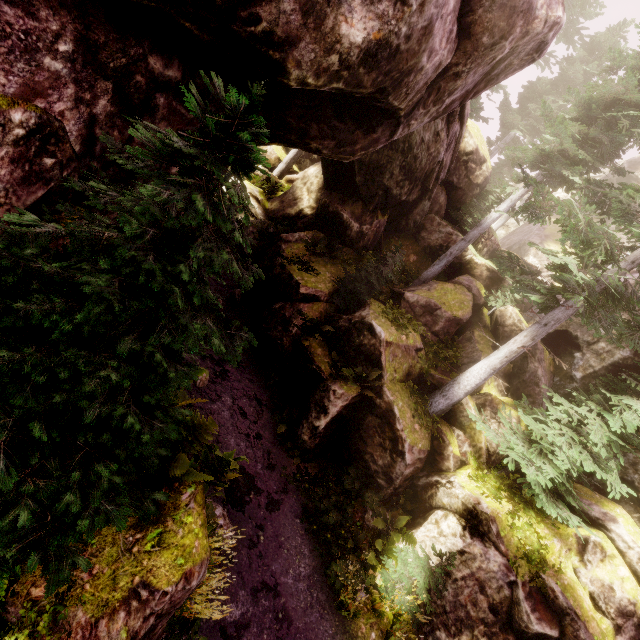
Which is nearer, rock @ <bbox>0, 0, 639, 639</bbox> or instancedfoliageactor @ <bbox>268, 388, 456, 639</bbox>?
rock @ <bbox>0, 0, 639, 639</bbox>

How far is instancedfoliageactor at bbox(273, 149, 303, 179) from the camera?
21.88m

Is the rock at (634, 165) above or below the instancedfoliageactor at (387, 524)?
above

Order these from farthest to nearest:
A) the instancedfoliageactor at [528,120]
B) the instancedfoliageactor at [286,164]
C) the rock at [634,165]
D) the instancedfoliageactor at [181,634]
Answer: the rock at [634,165] < the instancedfoliageactor at [286,164] < the instancedfoliageactor at [528,120] < the instancedfoliageactor at [181,634]

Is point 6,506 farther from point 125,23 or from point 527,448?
point 527,448

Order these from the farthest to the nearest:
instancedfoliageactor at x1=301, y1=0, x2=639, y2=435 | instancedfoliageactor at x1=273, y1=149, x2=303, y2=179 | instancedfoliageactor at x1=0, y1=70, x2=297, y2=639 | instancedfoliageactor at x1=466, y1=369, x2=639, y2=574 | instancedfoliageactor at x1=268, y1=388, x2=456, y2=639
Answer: instancedfoliageactor at x1=273, y1=149, x2=303, y2=179 < instancedfoliageactor at x1=301, y1=0, x2=639, y2=435 < instancedfoliageactor at x1=466, y1=369, x2=639, y2=574 < instancedfoliageactor at x1=268, y1=388, x2=456, y2=639 < instancedfoliageactor at x1=0, y1=70, x2=297, y2=639
